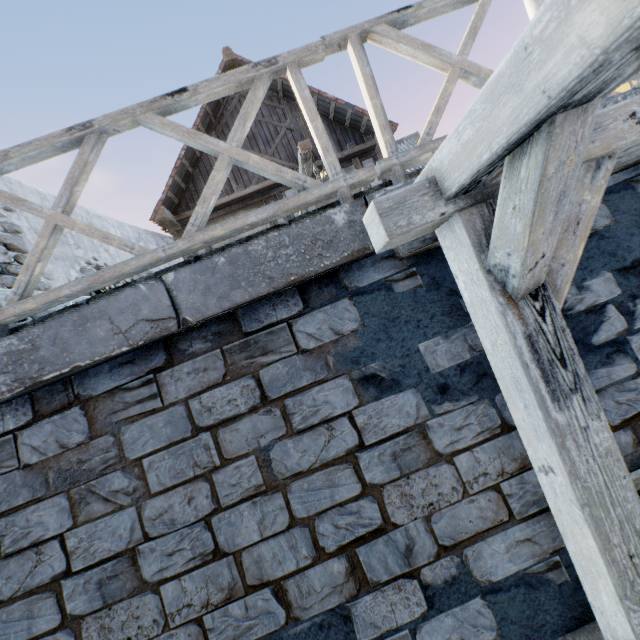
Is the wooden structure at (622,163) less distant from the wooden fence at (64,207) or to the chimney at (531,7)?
the wooden fence at (64,207)

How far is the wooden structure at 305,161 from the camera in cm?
671

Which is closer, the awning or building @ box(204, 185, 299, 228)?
the awning

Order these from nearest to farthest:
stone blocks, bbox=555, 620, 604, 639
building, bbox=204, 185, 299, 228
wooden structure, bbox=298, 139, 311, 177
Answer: stone blocks, bbox=555, 620, 604, 639 → wooden structure, bbox=298, 139, 311, 177 → building, bbox=204, 185, 299, 228

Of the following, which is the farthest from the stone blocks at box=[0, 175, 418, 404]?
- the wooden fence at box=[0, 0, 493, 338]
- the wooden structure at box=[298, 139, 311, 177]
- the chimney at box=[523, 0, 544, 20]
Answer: the chimney at box=[523, 0, 544, 20]

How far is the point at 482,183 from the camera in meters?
1.3 m

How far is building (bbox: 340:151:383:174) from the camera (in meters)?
8.34
